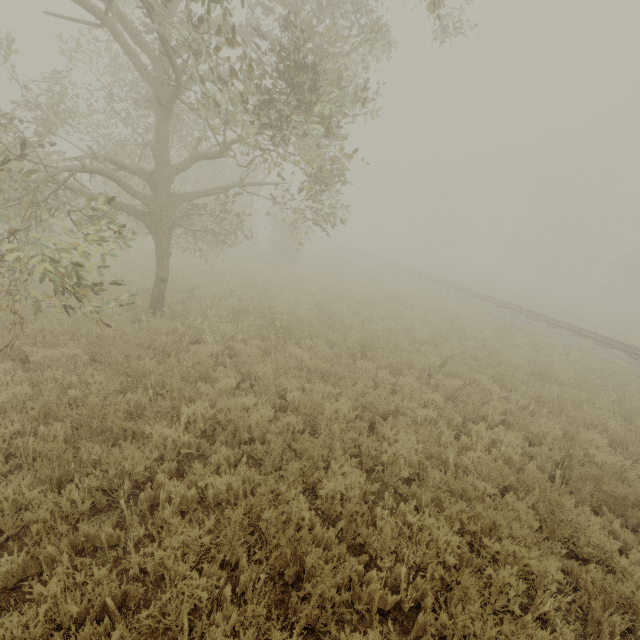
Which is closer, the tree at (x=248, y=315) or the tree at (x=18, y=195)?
the tree at (x=18, y=195)

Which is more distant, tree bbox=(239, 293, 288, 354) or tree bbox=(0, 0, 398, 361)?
tree bbox=(239, 293, 288, 354)

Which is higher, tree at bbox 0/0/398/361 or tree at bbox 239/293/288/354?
tree at bbox 0/0/398/361

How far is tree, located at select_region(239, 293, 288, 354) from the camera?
8.7m

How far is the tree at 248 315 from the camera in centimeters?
872cm

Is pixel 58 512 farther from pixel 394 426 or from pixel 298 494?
pixel 394 426
